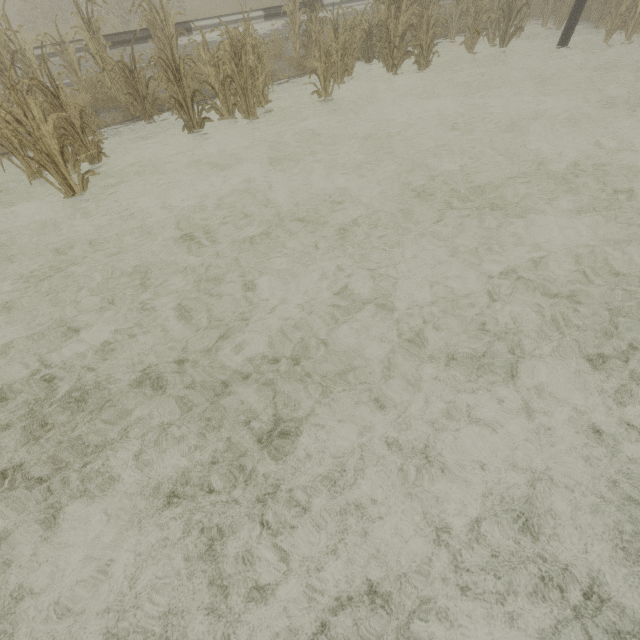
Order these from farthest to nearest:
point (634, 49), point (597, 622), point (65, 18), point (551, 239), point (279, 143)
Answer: point (65, 18), point (634, 49), point (279, 143), point (551, 239), point (597, 622)

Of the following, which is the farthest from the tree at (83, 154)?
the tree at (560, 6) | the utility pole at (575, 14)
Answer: the utility pole at (575, 14)

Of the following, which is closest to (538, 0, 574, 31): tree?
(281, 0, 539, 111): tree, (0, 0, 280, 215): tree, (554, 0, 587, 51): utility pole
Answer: (554, 0, 587, 51): utility pole

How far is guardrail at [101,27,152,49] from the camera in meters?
8.7

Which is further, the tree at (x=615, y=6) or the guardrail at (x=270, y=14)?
the guardrail at (x=270, y=14)

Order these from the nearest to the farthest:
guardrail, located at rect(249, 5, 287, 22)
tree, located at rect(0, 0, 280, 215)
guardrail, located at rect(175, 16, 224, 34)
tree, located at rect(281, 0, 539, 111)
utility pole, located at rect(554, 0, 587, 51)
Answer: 1. tree, located at rect(0, 0, 280, 215)
2. tree, located at rect(281, 0, 539, 111)
3. utility pole, located at rect(554, 0, 587, 51)
4. guardrail, located at rect(175, 16, 224, 34)
5. guardrail, located at rect(249, 5, 287, 22)

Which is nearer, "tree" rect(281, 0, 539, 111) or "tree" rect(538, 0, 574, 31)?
"tree" rect(281, 0, 539, 111)
